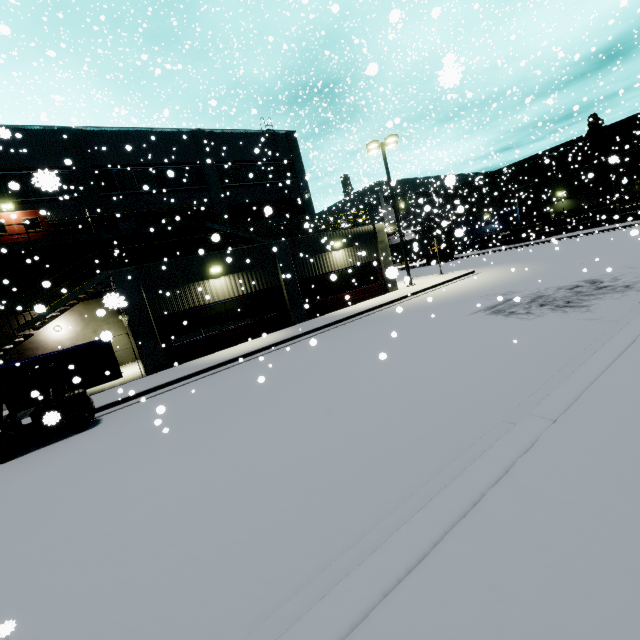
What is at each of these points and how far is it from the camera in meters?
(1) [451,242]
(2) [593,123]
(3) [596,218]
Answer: Result:
(1) semi trailer, 41.9
(2) tree, 56.0
(3) concrete block, 32.2

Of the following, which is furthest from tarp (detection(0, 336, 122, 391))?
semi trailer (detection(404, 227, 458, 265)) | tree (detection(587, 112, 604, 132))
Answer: tree (detection(587, 112, 604, 132))

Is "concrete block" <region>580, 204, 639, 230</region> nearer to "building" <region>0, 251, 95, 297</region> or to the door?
"building" <region>0, 251, 95, 297</region>

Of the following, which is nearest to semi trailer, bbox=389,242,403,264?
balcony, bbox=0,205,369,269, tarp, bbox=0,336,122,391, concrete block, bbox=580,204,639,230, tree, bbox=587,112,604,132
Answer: concrete block, bbox=580,204,639,230

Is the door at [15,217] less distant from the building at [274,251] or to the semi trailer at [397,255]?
the building at [274,251]

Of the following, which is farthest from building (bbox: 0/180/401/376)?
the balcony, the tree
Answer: the tree

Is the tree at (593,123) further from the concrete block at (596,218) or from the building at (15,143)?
the concrete block at (596,218)

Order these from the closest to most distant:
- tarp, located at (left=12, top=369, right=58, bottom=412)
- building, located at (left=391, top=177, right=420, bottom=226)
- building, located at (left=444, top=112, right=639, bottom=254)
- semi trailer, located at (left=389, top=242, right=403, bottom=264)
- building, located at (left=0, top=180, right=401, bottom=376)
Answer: tarp, located at (left=12, top=369, right=58, bottom=412)
building, located at (left=0, top=180, right=401, bottom=376)
building, located at (left=444, top=112, right=639, bottom=254)
semi trailer, located at (left=389, top=242, right=403, bottom=264)
building, located at (left=391, top=177, right=420, bottom=226)
